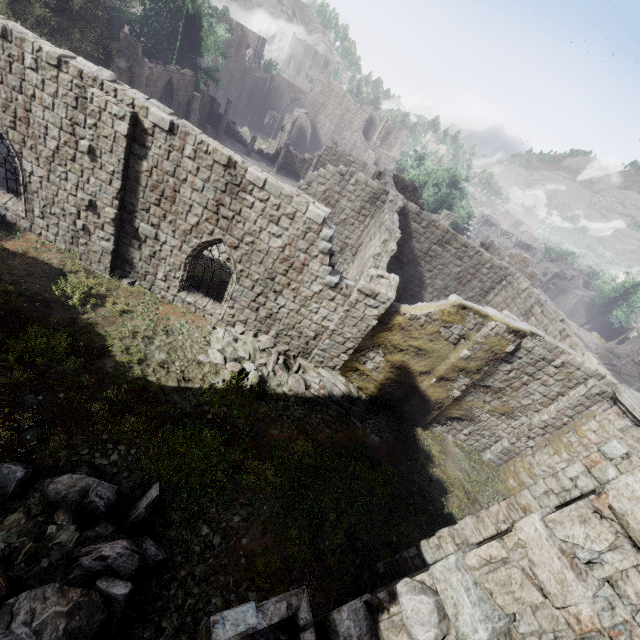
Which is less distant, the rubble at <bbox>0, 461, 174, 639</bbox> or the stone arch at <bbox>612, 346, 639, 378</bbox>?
the rubble at <bbox>0, 461, 174, 639</bbox>

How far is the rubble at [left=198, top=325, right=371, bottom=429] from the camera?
11.8 meters

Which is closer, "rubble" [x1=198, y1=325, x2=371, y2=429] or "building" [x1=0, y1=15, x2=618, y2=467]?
"building" [x1=0, y1=15, x2=618, y2=467]

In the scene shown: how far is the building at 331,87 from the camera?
58.2 meters

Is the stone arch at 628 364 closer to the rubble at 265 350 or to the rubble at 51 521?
the rubble at 265 350

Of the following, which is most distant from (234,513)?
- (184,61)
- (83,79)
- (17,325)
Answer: (184,61)

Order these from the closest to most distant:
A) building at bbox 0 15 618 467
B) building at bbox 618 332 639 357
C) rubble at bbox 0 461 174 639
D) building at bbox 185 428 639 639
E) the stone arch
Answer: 1. building at bbox 185 428 639 639
2. rubble at bbox 0 461 174 639
3. building at bbox 0 15 618 467
4. the stone arch
5. building at bbox 618 332 639 357

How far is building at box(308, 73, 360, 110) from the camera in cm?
5822
